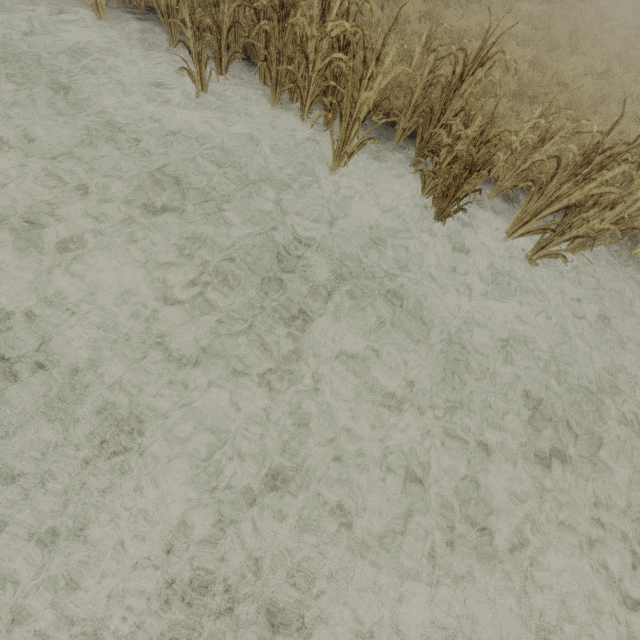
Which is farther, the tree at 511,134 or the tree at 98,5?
the tree at 98,5

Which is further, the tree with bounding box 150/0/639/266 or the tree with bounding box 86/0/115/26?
the tree with bounding box 86/0/115/26

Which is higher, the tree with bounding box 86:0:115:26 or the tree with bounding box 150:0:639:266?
the tree with bounding box 150:0:639:266

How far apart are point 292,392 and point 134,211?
2.91m

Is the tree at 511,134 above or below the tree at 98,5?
above
